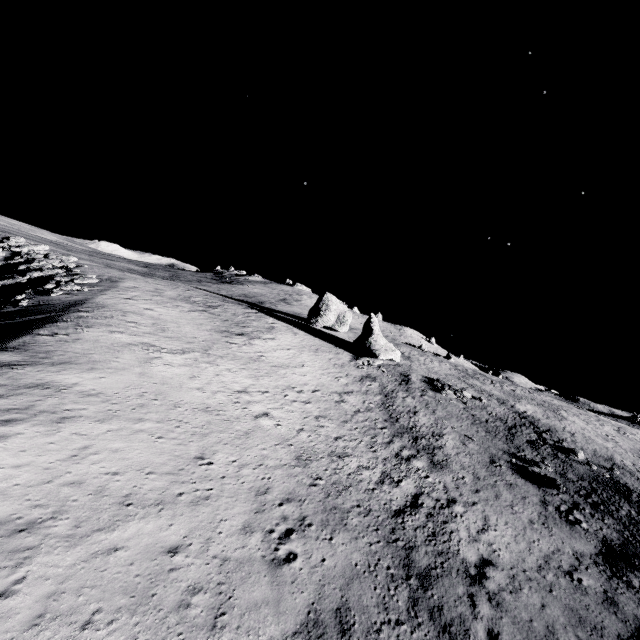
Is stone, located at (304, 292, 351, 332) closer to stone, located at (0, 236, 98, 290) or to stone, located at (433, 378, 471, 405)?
stone, located at (433, 378, 471, 405)

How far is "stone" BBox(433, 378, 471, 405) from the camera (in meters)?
38.80

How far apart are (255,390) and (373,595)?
16.7m

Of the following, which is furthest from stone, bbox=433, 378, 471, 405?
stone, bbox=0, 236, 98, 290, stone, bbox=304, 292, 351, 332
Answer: stone, bbox=0, 236, 98, 290

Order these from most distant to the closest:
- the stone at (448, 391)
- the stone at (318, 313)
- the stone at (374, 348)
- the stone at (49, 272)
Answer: the stone at (318, 313)
the stone at (374, 348)
the stone at (448, 391)
the stone at (49, 272)

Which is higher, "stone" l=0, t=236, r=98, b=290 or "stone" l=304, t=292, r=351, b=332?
"stone" l=304, t=292, r=351, b=332

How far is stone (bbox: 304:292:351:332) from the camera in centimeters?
5547cm

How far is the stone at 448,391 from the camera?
38.8 meters
